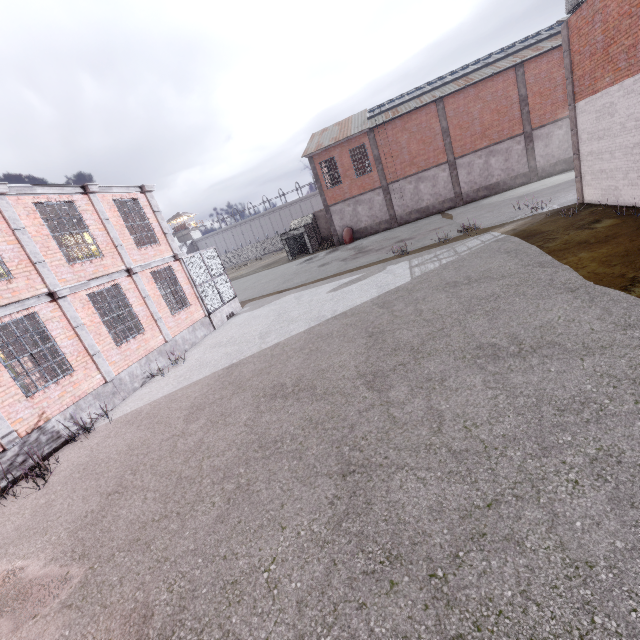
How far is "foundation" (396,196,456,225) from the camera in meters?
29.5 m

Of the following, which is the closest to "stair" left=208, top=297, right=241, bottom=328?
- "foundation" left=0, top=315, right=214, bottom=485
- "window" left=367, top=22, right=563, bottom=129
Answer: "foundation" left=0, top=315, right=214, bottom=485

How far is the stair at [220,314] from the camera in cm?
1628

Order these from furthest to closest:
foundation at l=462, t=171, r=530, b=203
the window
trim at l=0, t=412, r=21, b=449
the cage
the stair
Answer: foundation at l=462, t=171, r=530, b=203 → the window → the stair → the cage → trim at l=0, t=412, r=21, b=449

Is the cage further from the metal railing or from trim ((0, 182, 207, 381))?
the metal railing

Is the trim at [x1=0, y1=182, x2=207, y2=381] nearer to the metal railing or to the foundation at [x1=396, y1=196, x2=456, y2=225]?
the metal railing

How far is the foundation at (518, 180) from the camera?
27.6 meters

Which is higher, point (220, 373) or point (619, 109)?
point (619, 109)
